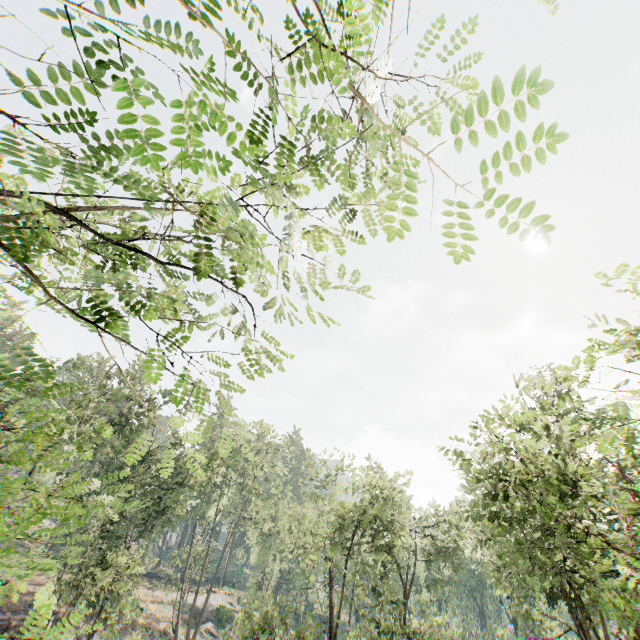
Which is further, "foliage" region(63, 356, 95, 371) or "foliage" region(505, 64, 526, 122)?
"foliage" region(63, 356, 95, 371)

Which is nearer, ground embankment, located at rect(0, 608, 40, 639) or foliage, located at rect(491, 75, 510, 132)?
foliage, located at rect(491, 75, 510, 132)

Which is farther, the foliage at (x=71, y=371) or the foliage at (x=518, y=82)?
the foliage at (x=71, y=371)

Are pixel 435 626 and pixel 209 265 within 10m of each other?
no

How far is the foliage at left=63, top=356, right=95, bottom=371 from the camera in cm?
2505

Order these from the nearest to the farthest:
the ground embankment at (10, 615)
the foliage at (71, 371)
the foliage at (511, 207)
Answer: the foliage at (511, 207) < the ground embankment at (10, 615) < the foliage at (71, 371)
